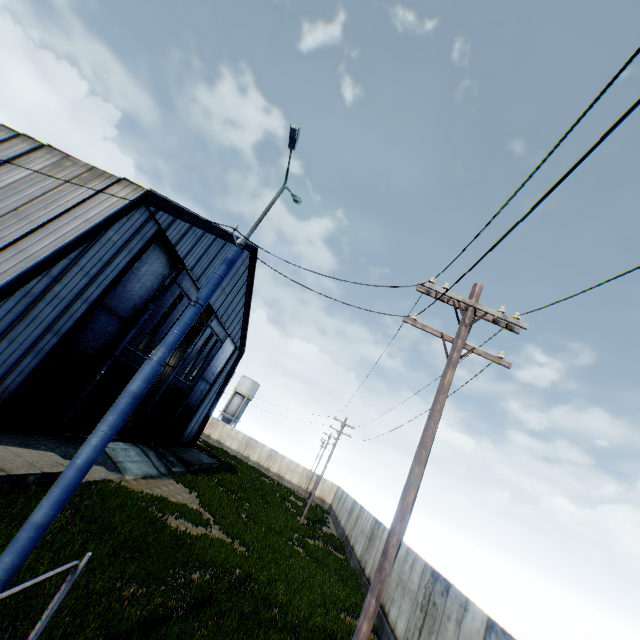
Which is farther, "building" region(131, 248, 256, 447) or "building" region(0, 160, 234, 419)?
"building" region(131, 248, 256, 447)

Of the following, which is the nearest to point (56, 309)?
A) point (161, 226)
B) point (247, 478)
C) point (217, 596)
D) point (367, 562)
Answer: point (161, 226)

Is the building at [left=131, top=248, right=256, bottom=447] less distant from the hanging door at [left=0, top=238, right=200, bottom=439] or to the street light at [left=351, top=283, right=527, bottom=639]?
the hanging door at [left=0, top=238, right=200, bottom=439]

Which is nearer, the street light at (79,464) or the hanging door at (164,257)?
the street light at (79,464)

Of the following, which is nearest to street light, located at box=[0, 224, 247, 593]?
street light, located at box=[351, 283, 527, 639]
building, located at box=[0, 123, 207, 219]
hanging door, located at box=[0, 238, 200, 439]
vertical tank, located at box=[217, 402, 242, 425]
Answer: street light, located at box=[351, 283, 527, 639]

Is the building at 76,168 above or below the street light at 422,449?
above

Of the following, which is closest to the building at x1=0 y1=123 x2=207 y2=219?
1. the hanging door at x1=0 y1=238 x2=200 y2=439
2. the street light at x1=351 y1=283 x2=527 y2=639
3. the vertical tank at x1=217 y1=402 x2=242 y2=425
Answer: the hanging door at x1=0 y1=238 x2=200 y2=439
